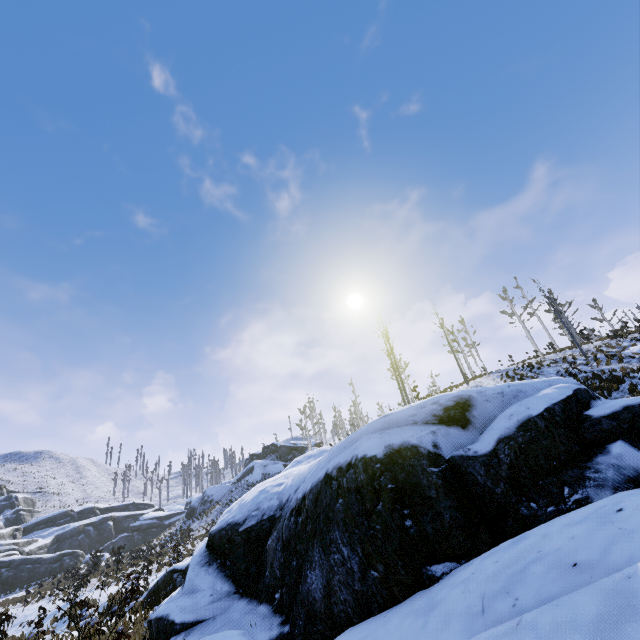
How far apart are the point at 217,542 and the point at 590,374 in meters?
20.8
